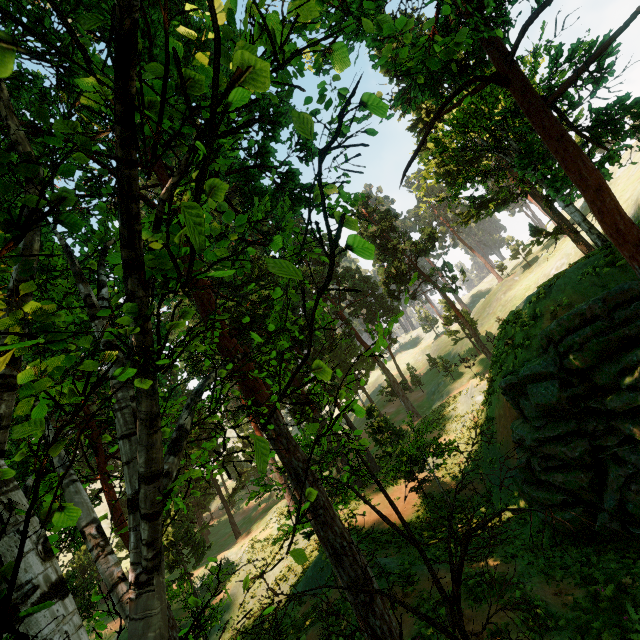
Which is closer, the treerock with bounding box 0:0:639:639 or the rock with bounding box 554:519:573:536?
the treerock with bounding box 0:0:639:639

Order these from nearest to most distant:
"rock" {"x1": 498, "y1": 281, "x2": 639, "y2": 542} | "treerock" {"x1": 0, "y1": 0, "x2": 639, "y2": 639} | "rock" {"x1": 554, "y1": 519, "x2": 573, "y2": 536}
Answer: "treerock" {"x1": 0, "y1": 0, "x2": 639, "y2": 639}, "rock" {"x1": 498, "y1": 281, "x2": 639, "y2": 542}, "rock" {"x1": 554, "y1": 519, "x2": 573, "y2": 536}

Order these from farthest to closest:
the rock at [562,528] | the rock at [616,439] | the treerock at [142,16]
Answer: the rock at [562,528]
the rock at [616,439]
the treerock at [142,16]

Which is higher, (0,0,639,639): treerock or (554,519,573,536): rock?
(0,0,639,639): treerock

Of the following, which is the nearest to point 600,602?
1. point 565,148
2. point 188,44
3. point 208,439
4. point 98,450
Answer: point 565,148

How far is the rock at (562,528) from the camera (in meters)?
11.07

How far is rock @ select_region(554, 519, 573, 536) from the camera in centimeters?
1107cm
